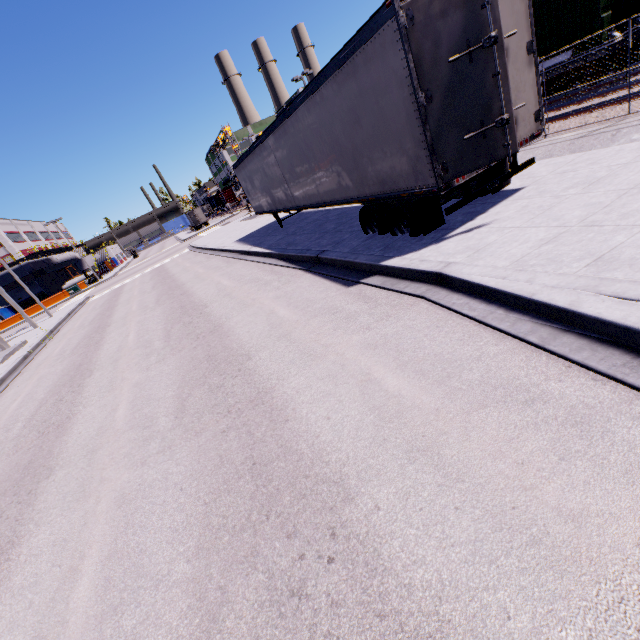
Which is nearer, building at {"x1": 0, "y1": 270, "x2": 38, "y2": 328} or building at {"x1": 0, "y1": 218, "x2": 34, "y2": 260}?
building at {"x1": 0, "y1": 270, "x2": 38, "y2": 328}

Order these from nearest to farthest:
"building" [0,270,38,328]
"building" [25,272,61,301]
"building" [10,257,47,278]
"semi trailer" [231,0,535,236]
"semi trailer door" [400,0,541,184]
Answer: "semi trailer door" [400,0,541,184] < "semi trailer" [231,0,535,236] < "building" [0,270,38,328] < "building" [10,257,47,278] < "building" [25,272,61,301]

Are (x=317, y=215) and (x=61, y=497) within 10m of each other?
no

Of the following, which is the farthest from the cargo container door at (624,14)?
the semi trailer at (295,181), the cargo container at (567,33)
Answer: the semi trailer at (295,181)

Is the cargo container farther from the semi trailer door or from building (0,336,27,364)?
the semi trailer door

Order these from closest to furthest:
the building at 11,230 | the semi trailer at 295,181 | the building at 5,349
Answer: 1. the semi trailer at 295,181
2. the building at 5,349
3. the building at 11,230

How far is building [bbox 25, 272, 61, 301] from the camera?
53.7 meters
